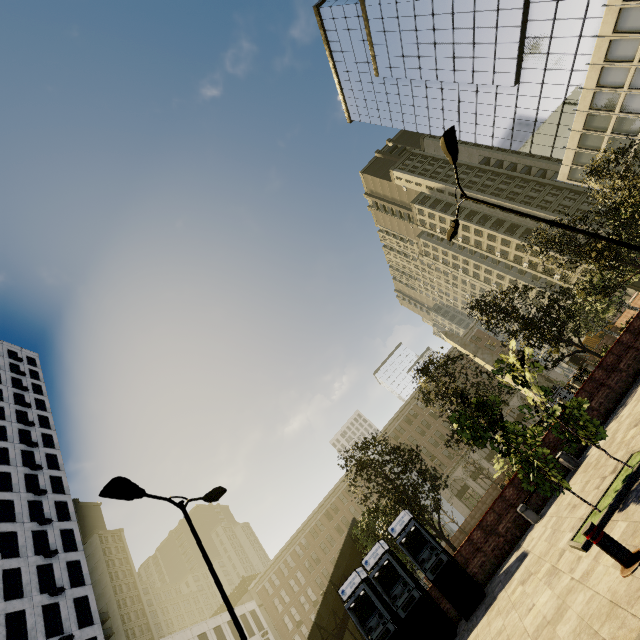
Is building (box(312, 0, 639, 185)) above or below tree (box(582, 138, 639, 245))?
above

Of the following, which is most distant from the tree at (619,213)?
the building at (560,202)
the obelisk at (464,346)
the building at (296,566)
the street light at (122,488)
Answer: the building at (296,566)

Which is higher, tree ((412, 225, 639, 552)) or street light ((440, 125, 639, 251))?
street light ((440, 125, 639, 251))

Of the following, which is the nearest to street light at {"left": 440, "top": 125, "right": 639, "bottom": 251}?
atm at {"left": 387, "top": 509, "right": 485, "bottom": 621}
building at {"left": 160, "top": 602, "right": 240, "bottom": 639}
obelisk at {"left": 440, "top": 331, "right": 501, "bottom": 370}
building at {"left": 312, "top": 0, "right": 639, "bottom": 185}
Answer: building at {"left": 312, "top": 0, "right": 639, "bottom": 185}

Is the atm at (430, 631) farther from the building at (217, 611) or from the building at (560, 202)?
the building at (560, 202)

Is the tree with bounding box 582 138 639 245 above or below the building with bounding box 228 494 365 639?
below

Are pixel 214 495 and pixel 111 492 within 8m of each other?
yes

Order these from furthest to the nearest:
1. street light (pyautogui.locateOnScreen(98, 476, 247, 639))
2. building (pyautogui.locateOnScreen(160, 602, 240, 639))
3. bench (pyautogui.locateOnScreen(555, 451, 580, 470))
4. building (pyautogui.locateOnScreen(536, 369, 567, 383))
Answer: building (pyautogui.locateOnScreen(536, 369, 567, 383))
building (pyautogui.locateOnScreen(160, 602, 240, 639))
bench (pyautogui.locateOnScreen(555, 451, 580, 470))
street light (pyautogui.locateOnScreen(98, 476, 247, 639))
